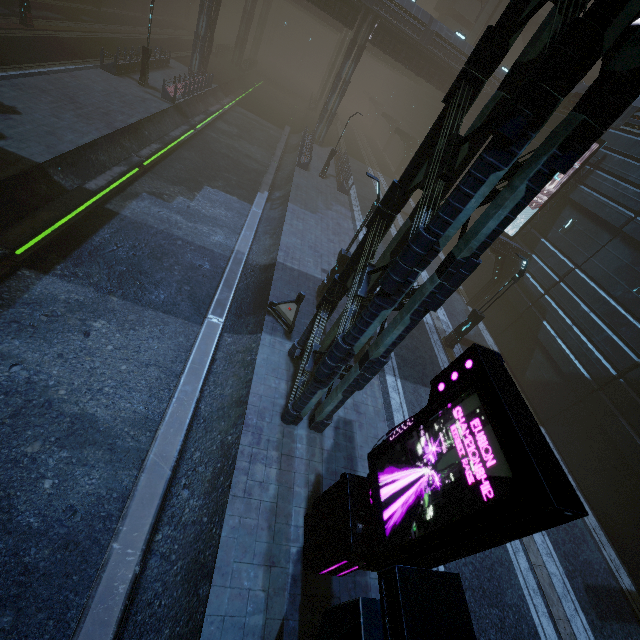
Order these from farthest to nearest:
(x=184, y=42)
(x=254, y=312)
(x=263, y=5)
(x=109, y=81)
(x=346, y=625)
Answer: (x=263, y=5)
(x=184, y=42)
(x=109, y=81)
(x=254, y=312)
(x=346, y=625)

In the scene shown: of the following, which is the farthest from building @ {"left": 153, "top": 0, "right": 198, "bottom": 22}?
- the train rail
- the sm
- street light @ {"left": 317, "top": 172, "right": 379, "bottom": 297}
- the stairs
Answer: street light @ {"left": 317, "top": 172, "right": 379, "bottom": 297}

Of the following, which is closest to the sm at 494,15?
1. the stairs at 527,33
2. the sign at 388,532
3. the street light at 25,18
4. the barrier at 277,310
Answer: the stairs at 527,33

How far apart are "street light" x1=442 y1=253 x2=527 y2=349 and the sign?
10.8m

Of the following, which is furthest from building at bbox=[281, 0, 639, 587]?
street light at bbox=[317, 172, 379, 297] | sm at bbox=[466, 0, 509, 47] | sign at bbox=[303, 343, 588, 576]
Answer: street light at bbox=[317, 172, 379, 297]

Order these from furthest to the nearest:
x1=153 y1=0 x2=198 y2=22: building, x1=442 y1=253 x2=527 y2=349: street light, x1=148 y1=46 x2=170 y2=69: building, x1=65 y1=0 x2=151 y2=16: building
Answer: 1. x1=153 y1=0 x2=198 y2=22: building
2. x1=65 y1=0 x2=151 y2=16: building
3. x1=148 y1=46 x2=170 y2=69: building
4. x1=442 y1=253 x2=527 y2=349: street light

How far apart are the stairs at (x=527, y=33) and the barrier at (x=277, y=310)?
49.7 meters

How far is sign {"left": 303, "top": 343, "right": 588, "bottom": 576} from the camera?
3.6m
